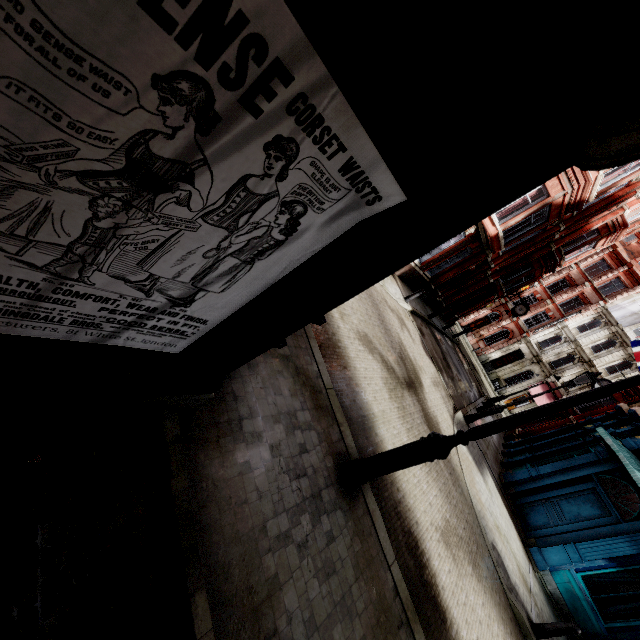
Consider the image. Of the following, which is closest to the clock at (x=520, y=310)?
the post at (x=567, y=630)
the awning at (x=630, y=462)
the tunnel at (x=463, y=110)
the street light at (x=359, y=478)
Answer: the awning at (x=630, y=462)

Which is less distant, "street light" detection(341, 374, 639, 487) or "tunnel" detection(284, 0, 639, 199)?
"tunnel" detection(284, 0, 639, 199)

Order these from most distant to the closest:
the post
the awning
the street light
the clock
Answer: the clock < the awning < the post < the street light

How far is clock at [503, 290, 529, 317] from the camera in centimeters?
2720cm

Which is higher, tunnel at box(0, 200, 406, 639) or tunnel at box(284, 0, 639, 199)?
tunnel at box(284, 0, 639, 199)

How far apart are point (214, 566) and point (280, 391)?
2.0m

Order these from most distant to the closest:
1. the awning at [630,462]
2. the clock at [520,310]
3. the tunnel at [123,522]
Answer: the clock at [520,310] < the awning at [630,462] < the tunnel at [123,522]

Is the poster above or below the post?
above
